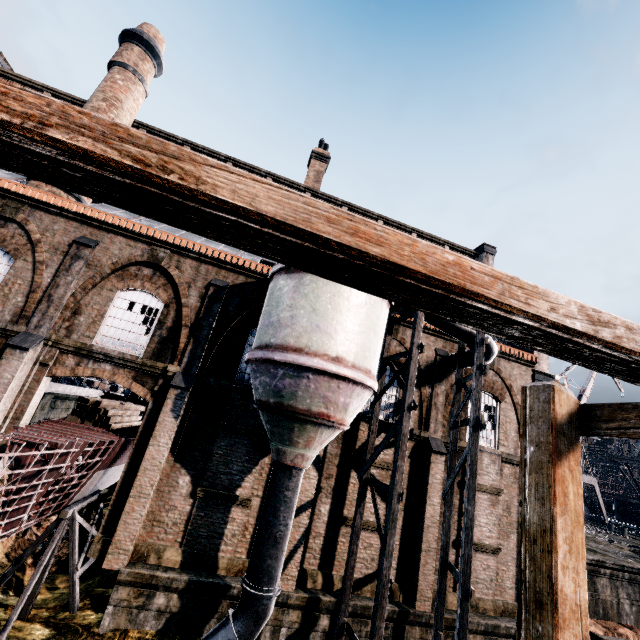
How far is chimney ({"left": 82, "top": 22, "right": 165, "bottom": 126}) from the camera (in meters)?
18.81

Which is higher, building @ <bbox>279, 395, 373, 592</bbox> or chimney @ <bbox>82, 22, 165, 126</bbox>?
chimney @ <bbox>82, 22, 165, 126</bbox>

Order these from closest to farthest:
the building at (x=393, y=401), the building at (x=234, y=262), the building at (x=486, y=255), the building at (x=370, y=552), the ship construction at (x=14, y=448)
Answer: Result: the ship construction at (x=14, y=448) → the building at (x=234, y=262) → the building at (x=370, y=552) → the building at (x=393, y=401) → the building at (x=486, y=255)

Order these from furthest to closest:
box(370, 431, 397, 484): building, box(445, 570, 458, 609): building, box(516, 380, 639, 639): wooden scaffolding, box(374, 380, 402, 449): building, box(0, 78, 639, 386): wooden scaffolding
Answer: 1. box(374, 380, 402, 449): building
2. box(370, 431, 397, 484): building
3. box(445, 570, 458, 609): building
4. box(516, 380, 639, 639): wooden scaffolding
5. box(0, 78, 639, 386): wooden scaffolding

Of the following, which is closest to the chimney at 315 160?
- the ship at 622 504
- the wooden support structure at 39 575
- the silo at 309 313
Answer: the silo at 309 313

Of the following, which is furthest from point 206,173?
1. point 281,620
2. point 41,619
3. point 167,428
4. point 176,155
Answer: point 41,619

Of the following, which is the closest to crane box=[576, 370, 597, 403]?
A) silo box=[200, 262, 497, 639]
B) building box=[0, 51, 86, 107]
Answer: building box=[0, 51, 86, 107]

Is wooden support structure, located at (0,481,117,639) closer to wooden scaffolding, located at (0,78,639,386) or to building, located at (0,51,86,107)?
building, located at (0,51,86,107)
